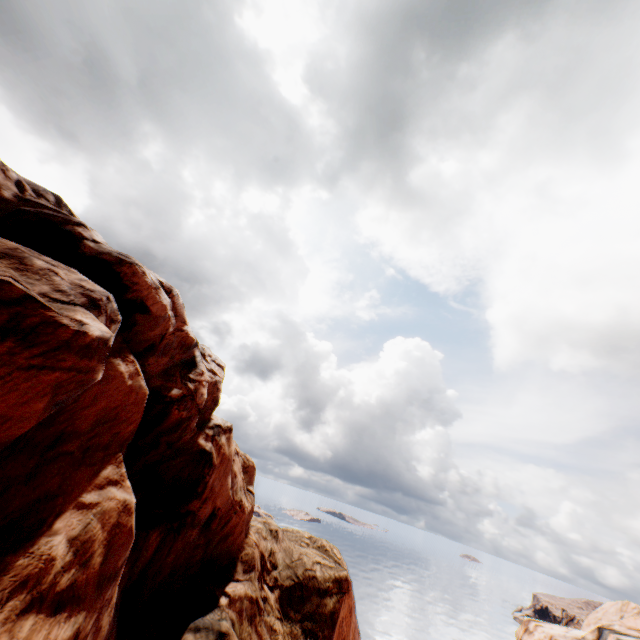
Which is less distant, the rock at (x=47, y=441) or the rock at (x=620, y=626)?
the rock at (x=47, y=441)

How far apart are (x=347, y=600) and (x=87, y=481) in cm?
1734

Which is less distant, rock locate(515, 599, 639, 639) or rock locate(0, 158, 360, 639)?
rock locate(0, 158, 360, 639)
